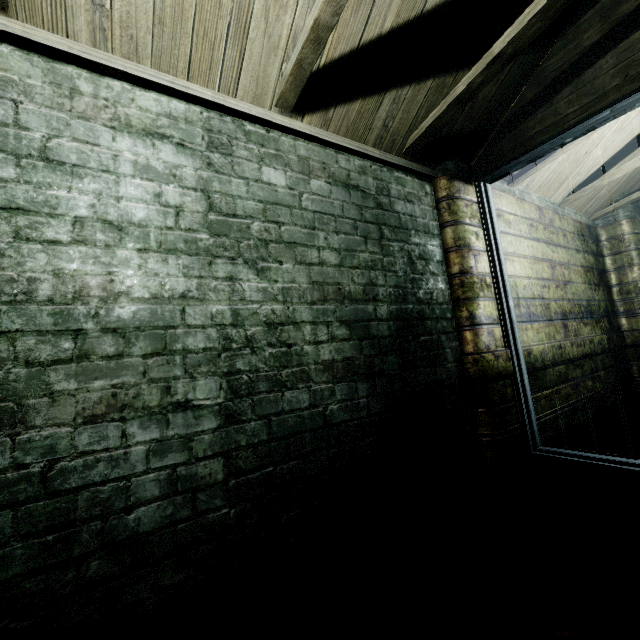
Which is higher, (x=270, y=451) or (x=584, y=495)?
(x=270, y=451)
